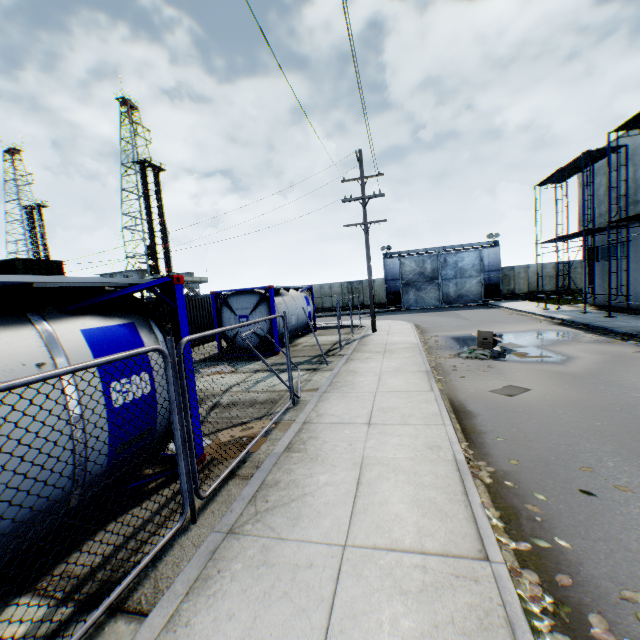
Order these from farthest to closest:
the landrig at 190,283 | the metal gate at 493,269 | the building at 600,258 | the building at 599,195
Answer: the landrig at 190,283, the metal gate at 493,269, the building at 600,258, the building at 599,195

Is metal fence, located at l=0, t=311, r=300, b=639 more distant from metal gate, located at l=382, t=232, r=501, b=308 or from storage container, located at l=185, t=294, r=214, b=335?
metal gate, located at l=382, t=232, r=501, b=308

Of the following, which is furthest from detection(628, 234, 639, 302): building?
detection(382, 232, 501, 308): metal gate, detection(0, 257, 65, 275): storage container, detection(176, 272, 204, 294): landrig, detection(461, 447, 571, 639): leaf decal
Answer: detection(176, 272, 204, 294): landrig

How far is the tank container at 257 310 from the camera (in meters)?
14.04

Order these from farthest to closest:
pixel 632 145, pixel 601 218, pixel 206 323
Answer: pixel 601 218 → pixel 206 323 → pixel 632 145

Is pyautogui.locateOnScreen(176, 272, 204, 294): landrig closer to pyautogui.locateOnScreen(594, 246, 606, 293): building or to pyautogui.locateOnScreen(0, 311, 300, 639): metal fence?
pyautogui.locateOnScreen(0, 311, 300, 639): metal fence

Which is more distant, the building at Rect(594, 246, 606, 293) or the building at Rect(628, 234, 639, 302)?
the building at Rect(594, 246, 606, 293)

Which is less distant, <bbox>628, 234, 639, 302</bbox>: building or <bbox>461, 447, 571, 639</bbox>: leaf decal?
<bbox>461, 447, 571, 639</bbox>: leaf decal
